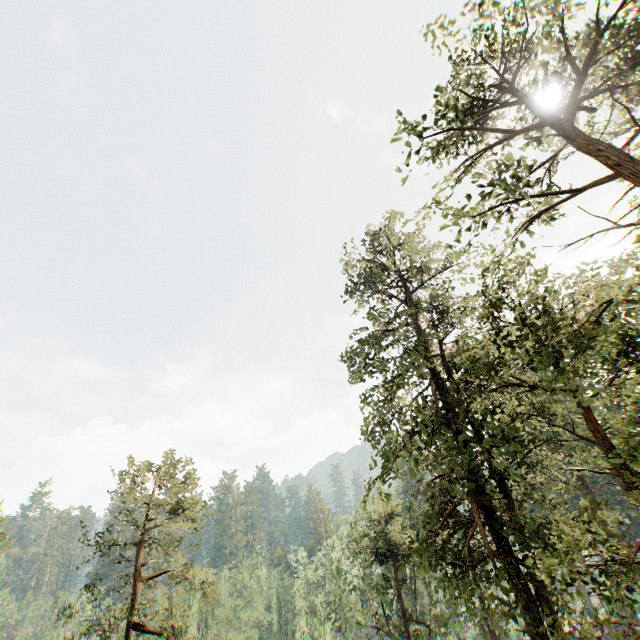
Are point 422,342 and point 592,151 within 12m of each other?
yes
